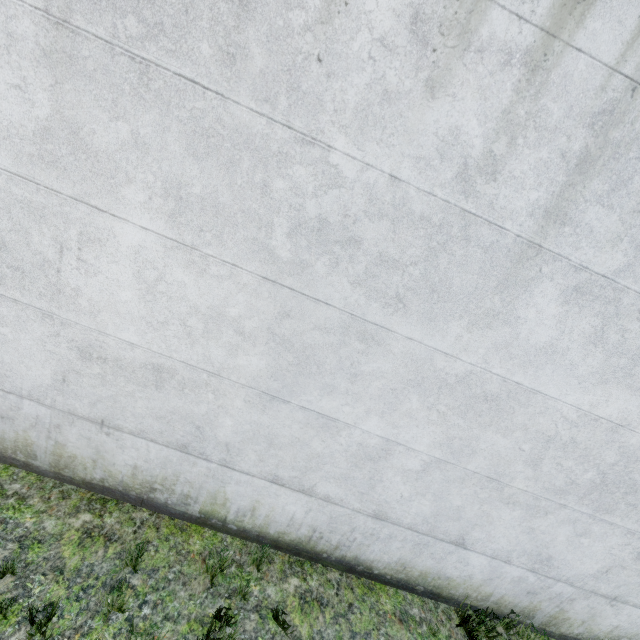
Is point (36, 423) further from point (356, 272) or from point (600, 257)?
point (600, 257)
